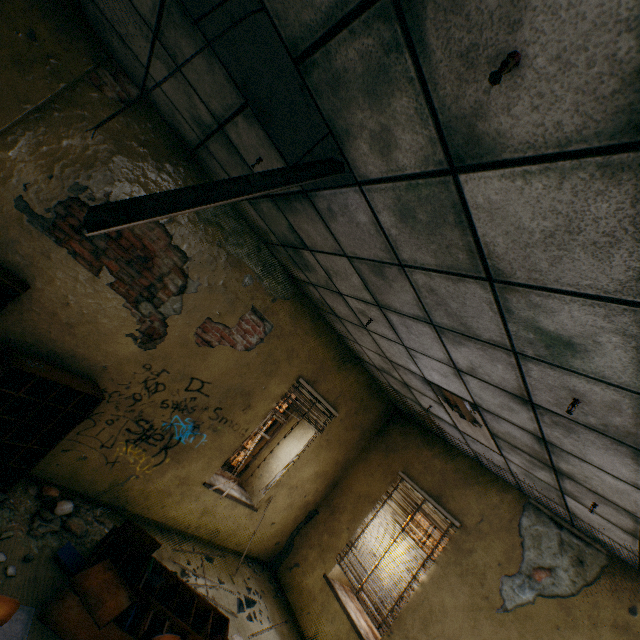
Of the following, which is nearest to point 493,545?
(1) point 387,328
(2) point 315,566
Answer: (2) point 315,566

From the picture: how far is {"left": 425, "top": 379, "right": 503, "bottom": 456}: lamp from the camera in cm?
370

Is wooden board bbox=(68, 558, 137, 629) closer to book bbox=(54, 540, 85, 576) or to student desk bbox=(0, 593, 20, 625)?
book bbox=(54, 540, 85, 576)

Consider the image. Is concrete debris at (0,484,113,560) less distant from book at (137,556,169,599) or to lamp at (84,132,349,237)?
book at (137,556,169,599)

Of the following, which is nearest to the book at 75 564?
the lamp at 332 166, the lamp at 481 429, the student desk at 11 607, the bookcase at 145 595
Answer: the bookcase at 145 595

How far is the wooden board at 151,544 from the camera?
3.74m

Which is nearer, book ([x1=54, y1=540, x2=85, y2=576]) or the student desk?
the student desk

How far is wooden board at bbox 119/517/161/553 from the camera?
3.7m
